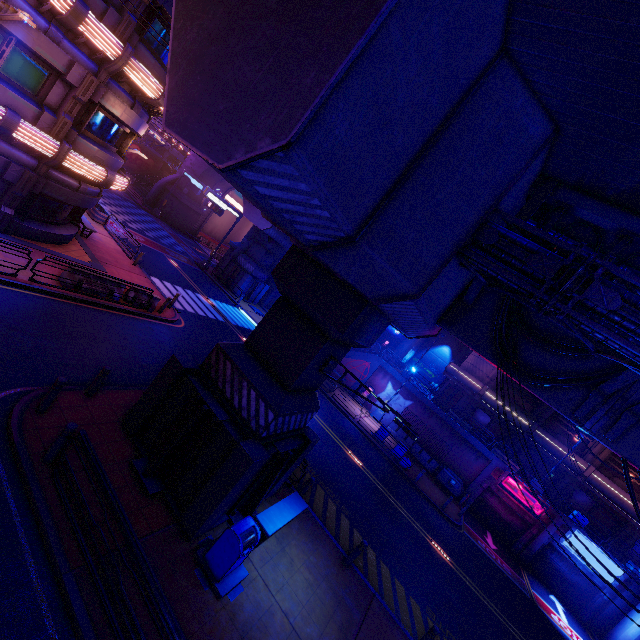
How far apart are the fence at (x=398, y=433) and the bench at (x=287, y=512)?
19.8m

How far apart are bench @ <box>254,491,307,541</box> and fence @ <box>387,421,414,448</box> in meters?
19.8 m

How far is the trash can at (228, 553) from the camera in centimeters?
735cm

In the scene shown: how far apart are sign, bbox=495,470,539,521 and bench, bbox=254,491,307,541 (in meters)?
21.51

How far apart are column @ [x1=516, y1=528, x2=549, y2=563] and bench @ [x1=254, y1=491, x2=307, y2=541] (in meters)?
23.35

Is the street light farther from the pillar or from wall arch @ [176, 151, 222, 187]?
wall arch @ [176, 151, 222, 187]

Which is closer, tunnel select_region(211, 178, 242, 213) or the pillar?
the pillar

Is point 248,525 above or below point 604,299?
below
